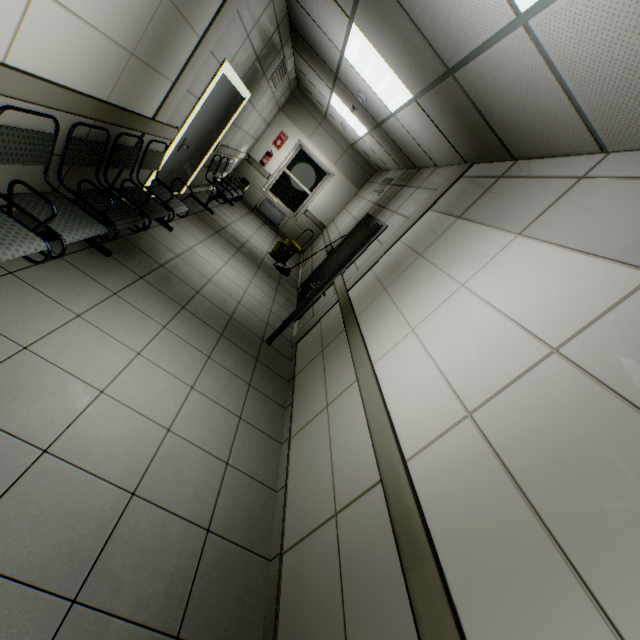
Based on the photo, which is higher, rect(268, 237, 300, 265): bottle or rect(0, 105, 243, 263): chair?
rect(0, 105, 243, 263): chair

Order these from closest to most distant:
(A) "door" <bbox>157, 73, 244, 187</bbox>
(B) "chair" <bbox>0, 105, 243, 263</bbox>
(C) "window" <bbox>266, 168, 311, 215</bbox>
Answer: (B) "chair" <bbox>0, 105, 243, 263</bbox> → (A) "door" <bbox>157, 73, 244, 187</bbox> → (C) "window" <bbox>266, 168, 311, 215</bbox>

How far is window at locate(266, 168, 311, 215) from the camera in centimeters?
950cm

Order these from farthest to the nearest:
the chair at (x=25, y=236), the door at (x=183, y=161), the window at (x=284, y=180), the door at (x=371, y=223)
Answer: the window at (x=284, y=180)
the door at (x=183, y=161)
the door at (x=371, y=223)
the chair at (x=25, y=236)

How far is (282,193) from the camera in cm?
967

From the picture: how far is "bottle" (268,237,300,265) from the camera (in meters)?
7.20

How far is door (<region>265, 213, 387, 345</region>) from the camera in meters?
3.7 m

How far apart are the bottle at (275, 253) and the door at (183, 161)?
2.1 meters
